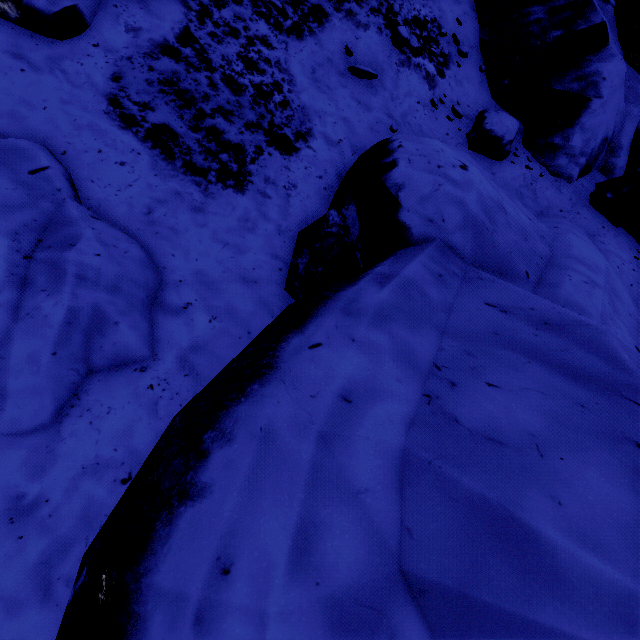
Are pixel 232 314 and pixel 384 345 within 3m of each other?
yes

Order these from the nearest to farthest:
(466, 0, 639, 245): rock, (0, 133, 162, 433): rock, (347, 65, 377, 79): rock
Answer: (0, 133, 162, 433): rock < (347, 65, 377, 79): rock < (466, 0, 639, 245): rock

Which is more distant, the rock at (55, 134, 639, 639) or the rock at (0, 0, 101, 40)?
the rock at (0, 0, 101, 40)

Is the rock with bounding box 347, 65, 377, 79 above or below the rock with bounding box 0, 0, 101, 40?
above

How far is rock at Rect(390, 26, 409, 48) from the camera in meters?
5.0 m

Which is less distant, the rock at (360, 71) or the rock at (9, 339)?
the rock at (9, 339)

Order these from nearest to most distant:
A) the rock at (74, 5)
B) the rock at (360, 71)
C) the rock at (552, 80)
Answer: the rock at (74, 5) → the rock at (360, 71) → the rock at (552, 80)

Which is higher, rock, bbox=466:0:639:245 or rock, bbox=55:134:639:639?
rock, bbox=466:0:639:245
